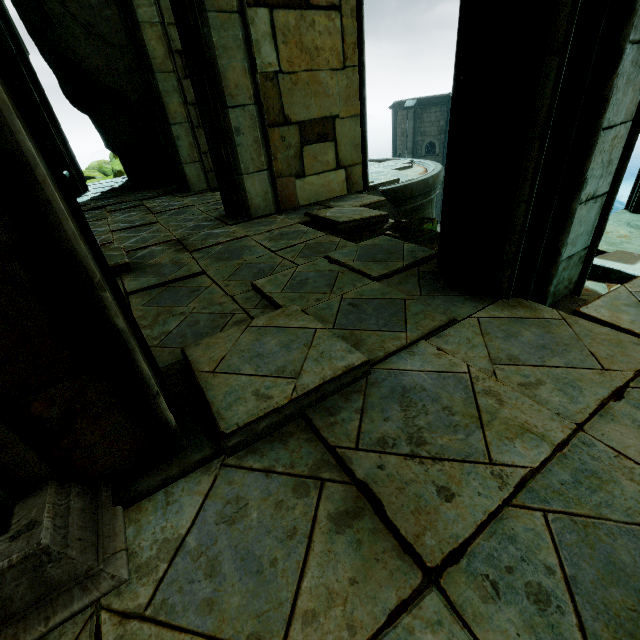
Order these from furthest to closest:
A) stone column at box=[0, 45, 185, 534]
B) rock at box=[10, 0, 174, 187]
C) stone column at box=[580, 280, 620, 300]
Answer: rock at box=[10, 0, 174, 187] → stone column at box=[580, 280, 620, 300] → stone column at box=[0, 45, 185, 534]

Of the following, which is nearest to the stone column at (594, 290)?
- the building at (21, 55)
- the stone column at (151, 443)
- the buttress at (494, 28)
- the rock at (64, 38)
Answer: the buttress at (494, 28)

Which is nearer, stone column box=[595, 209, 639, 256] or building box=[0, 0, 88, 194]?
stone column box=[595, 209, 639, 256]

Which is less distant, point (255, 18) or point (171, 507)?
point (171, 507)

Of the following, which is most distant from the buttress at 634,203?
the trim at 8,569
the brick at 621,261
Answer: the trim at 8,569

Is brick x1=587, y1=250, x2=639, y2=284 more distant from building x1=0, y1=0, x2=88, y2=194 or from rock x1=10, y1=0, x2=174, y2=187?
rock x1=10, y1=0, x2=174, y2=187

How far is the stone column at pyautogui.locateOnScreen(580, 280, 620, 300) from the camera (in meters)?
2.74
